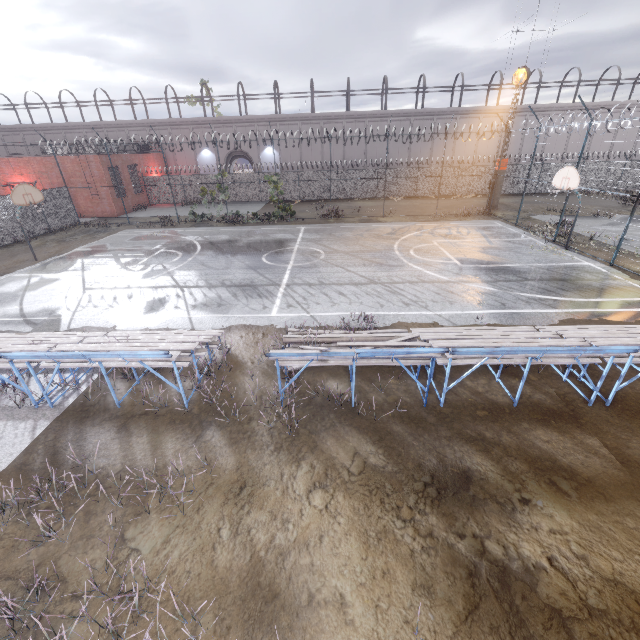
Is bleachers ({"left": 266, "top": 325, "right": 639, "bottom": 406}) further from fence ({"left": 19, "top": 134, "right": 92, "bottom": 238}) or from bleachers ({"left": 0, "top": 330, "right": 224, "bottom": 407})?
fence ({"left": 19, "top": 134, "right": 92, "bottom": 238})

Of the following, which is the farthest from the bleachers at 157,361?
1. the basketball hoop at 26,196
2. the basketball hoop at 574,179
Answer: the basketball hoop at 574,179

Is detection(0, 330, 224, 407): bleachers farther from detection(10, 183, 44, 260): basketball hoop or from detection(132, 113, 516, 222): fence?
detection(10, 183, 44, 260): basketball hoop

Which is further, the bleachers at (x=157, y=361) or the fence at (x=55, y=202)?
the fence at (x=55, y=202)

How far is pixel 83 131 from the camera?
36.9m

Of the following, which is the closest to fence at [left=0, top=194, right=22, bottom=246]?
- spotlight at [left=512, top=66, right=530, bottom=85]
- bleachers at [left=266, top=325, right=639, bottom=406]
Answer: spotlight at [left=512, top=66, right=530, bottom=85]

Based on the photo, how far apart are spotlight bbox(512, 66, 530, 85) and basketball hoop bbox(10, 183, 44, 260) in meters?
29.6

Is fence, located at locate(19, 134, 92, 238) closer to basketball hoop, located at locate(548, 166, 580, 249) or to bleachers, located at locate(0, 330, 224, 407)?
basketball hoop, located at locate(548, 166, 580, 249)
